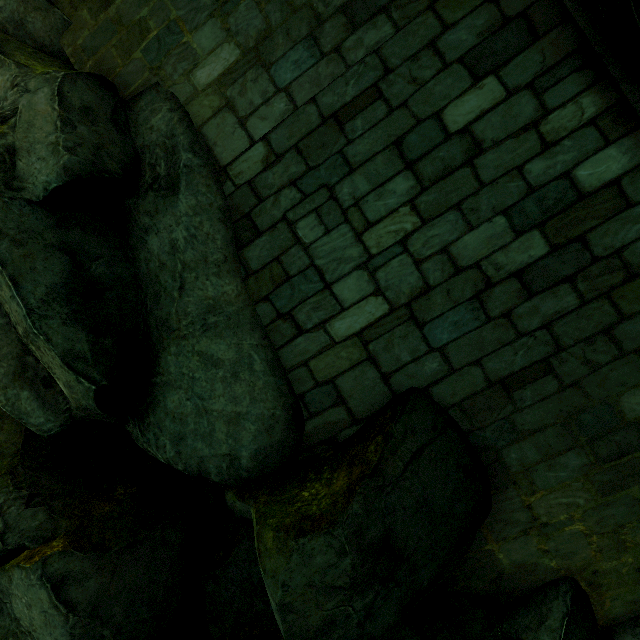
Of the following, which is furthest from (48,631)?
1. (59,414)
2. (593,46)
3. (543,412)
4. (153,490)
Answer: (593,46)
